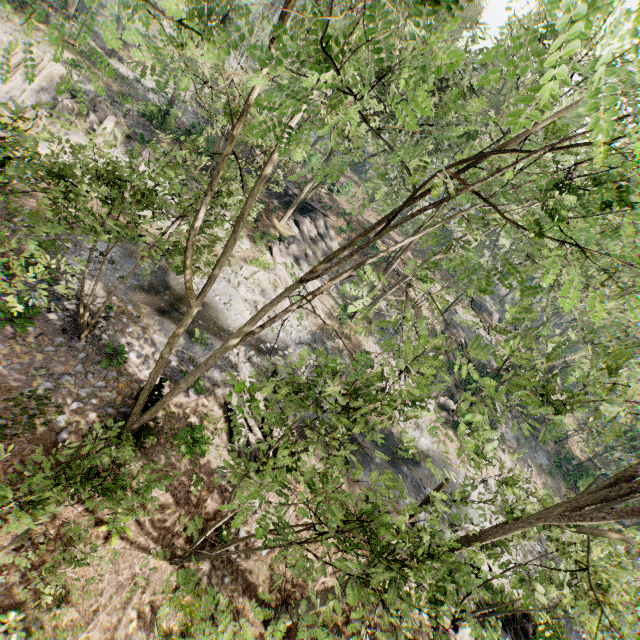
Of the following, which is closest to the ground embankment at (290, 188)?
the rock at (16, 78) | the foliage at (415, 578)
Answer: the foliage at (415, 578)

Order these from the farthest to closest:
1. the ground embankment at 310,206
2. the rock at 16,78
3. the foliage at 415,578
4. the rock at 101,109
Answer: the ground embankment at 310,206 < the rock at 101,109 < the rock at 16,78 < the foliage at 415,578

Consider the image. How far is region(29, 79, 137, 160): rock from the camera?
21.27m

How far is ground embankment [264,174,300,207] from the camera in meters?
33.6 m

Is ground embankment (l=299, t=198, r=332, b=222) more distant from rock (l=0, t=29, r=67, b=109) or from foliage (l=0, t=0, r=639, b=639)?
rock (l=0, t=29, r=67, b=109)

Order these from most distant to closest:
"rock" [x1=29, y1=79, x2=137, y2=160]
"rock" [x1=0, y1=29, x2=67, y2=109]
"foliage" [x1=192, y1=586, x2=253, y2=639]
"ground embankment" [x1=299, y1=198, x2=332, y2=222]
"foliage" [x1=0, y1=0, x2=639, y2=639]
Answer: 1. "ground embankment" [x1=299, y1=198, x2=332, y2=222]
2. "rock" [x1=29, y1=79, x2=137, y2=160]
3. "rock" [x1=0, y1=29, x2=67, y2=109]
4. "foliage" [x1=192, y1=586, x2=253, y2=639]
5. "foliage" [x1=0, y1=0, x2=639, y2=639]

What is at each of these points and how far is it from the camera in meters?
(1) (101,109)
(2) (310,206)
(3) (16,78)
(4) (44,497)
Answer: (1) rock, 22.3 m
(2) ground embankment, 34.4 m
(3) rock, 20.6 m
(4) foliage, 5.2 m
